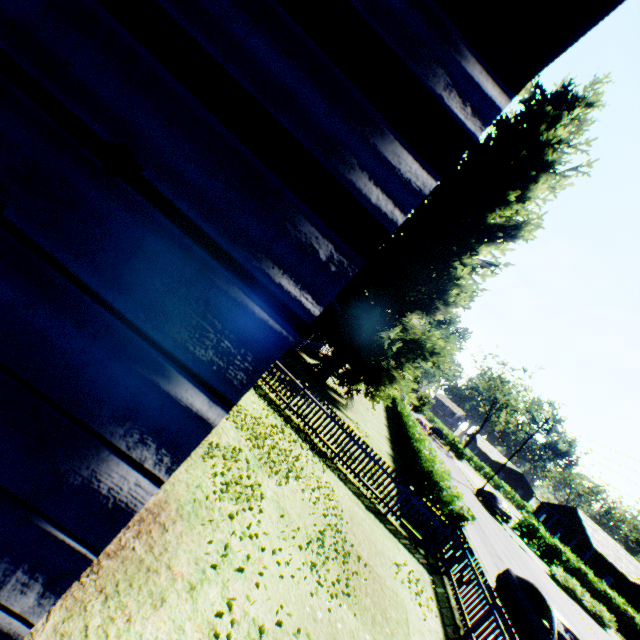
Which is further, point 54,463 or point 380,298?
point 380,298

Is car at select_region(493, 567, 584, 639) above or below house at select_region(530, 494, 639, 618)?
below

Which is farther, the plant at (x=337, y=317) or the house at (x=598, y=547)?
the house at (x=598, y=547)

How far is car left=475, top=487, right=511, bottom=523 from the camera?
30.72m

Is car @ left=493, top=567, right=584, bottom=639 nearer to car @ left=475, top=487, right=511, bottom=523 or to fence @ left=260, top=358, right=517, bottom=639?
fence @ left=260, top=358, right=517, bottom=639

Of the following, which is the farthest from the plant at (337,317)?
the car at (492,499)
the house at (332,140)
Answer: the car at (492,499)

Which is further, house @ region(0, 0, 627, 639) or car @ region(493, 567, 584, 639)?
car @ region(493, 567, 584, 639)

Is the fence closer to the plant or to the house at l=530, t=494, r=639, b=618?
the plant
